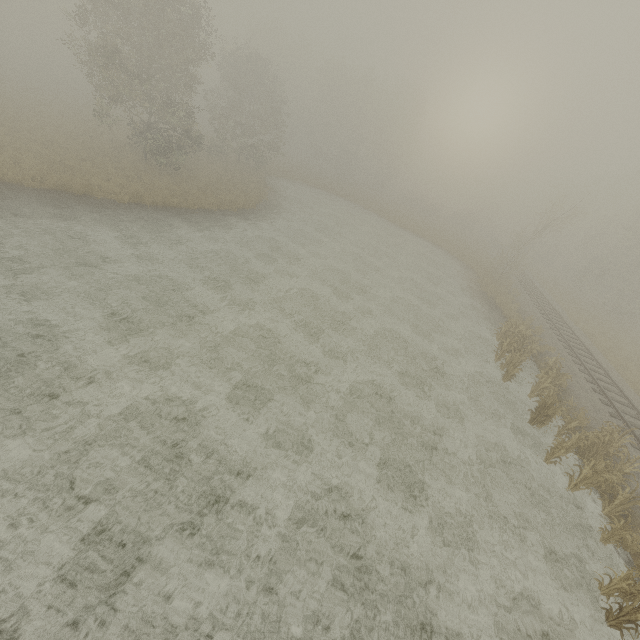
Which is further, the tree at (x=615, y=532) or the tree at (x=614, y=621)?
the tree at (x=615, y=532)

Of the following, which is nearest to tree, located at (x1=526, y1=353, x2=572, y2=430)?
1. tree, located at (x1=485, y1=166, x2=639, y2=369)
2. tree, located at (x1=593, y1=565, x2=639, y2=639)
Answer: tree, located at (x1=593, y1=565, x2=639, y2=639)

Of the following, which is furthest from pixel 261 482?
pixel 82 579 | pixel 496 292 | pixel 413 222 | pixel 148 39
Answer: pixel 413 222

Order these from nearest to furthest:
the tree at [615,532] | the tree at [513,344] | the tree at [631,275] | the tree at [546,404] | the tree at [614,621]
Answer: the tree at [614,621], the tree at [615,532], the tree at [546,404], the tree at [513,344], the tree at [631,275]

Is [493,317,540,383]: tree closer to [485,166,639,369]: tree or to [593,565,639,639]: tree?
[593,565,639,639]: tree

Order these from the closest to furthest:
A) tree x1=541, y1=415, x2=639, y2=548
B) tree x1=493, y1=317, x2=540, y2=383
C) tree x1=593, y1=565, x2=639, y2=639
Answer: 1. tree x1=593, y1=565, x2=639, y2=639
2. tree x1=541, y1=415, x2=639, y2=548
3. tree x1=493, y1=317, x2=540, y2=383

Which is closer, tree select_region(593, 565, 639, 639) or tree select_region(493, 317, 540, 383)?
tree select_region(593, 565, 639, 639)

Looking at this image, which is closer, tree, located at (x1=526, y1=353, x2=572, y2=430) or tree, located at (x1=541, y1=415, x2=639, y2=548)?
tree, located at (x1=541, y1=415, x2=639, y2=548)
